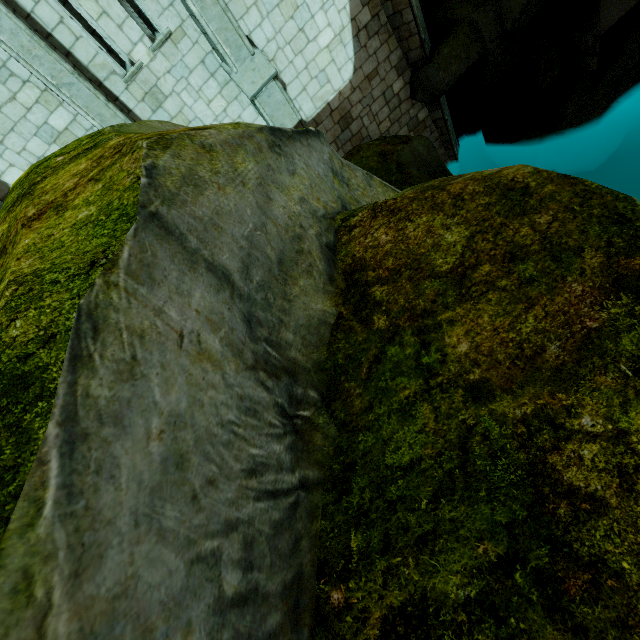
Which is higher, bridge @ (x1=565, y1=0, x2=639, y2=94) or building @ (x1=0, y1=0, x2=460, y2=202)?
building @ (x1=0, y1=0, x2=460, y2=202)

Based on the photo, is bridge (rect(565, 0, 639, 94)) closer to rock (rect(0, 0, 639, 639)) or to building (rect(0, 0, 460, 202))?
rock (rect(0, 0, 639, 639))

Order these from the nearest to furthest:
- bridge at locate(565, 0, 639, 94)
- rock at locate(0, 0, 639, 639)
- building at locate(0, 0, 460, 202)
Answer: rock at locate(0, 0, 639, 639) → building at locate(0, 0, 460, 202) → bridge at locate(565, 0, 639, 94)

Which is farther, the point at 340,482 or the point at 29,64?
the point at 29,64

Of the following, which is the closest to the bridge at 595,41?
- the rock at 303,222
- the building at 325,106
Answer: the rock at 303,222

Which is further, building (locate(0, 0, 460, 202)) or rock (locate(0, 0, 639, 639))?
building (locate(0, 0, 460, 202))
